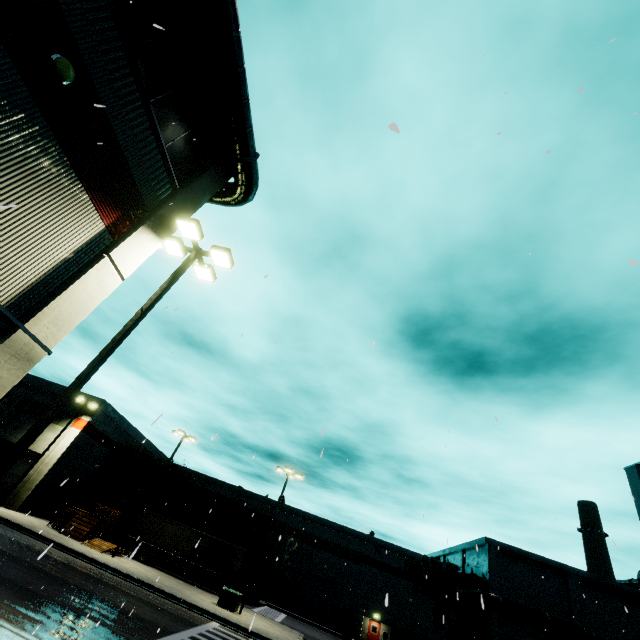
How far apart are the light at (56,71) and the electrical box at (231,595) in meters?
29.0

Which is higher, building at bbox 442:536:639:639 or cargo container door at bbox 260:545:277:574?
building at bbox 442:536:639:639

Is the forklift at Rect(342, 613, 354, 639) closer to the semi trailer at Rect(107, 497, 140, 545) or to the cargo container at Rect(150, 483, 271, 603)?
the cargo container at Rect(150, 483, 271, 603)

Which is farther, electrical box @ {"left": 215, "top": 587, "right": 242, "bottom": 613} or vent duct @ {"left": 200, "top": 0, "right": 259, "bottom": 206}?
A: electrical box @ {"left": 215, "top": 587, "right": 242, "bottom": 613}

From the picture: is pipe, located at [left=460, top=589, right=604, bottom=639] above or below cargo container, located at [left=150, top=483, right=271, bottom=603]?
above

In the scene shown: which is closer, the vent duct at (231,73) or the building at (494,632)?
the vent duct at (231,73)

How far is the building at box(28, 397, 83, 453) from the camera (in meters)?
31.33

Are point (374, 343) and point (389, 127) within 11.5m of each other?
yes
